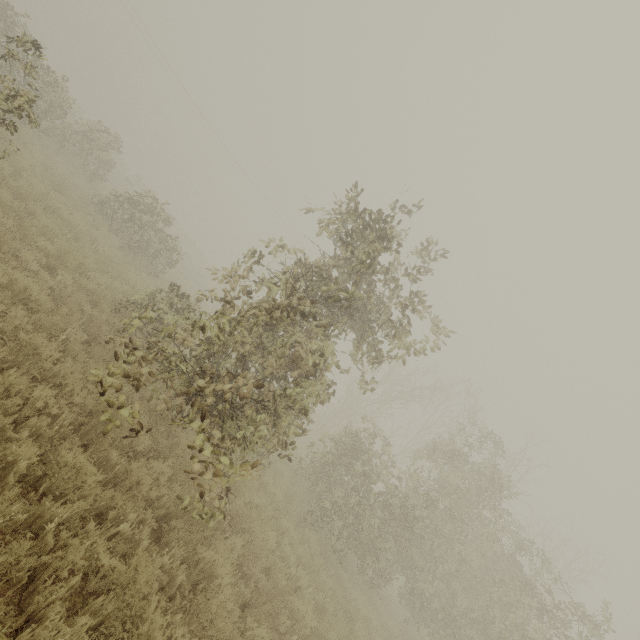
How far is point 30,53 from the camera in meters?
26.4
